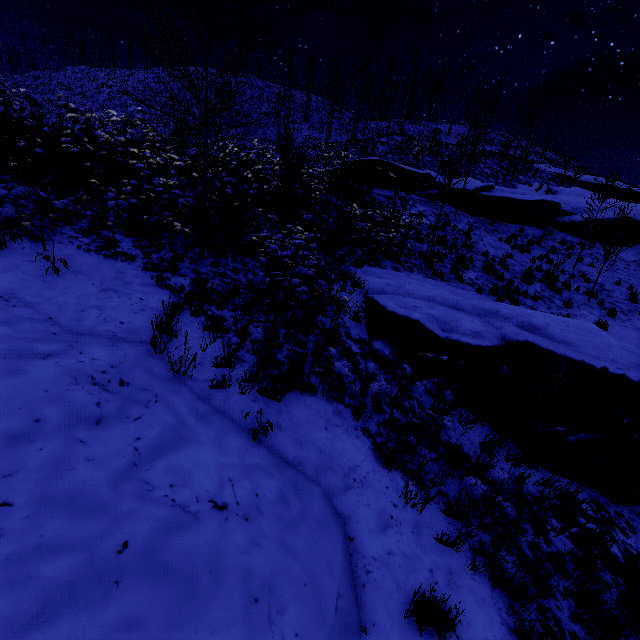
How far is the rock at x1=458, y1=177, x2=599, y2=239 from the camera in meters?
18.1

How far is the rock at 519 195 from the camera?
18.1 meters

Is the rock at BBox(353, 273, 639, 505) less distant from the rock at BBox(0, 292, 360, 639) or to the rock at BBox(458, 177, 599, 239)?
the rock at BBox(0, 292, 360, 639)

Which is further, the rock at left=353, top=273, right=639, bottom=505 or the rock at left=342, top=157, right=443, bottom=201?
the rock at left=342, top=157, right=443, bottom=201

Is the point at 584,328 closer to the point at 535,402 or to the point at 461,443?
the point at 535,402

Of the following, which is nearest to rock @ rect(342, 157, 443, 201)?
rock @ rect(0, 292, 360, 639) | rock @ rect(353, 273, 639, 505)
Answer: rock @ rect(353, 273, 639, 505)
